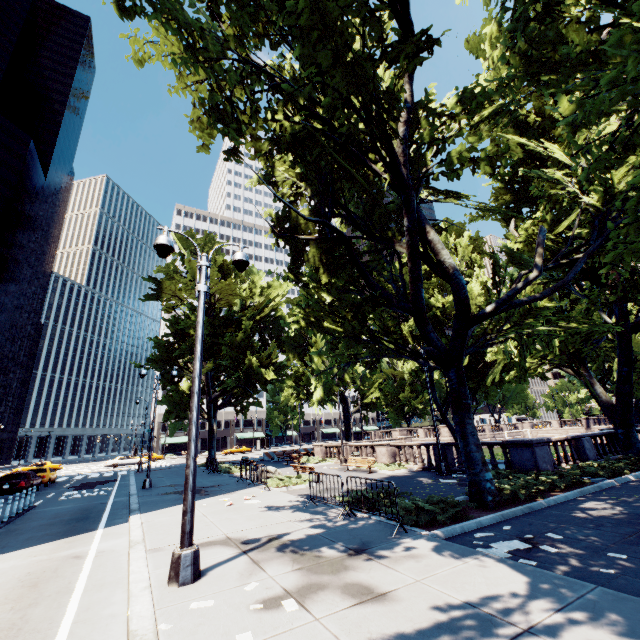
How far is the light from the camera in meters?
5.8 m

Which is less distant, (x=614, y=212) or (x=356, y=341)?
(x=356, y=341)

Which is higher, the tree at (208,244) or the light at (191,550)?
the tree at (208,244)

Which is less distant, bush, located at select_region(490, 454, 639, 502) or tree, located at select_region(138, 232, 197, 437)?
bush, located at select_region(490, 454, 639, 502)

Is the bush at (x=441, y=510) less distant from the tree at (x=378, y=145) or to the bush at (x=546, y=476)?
the tree at (x=378, y=145)

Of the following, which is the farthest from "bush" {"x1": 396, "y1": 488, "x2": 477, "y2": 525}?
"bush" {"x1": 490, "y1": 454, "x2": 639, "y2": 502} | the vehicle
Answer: the vehicle

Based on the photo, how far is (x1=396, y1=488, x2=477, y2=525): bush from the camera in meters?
8.4

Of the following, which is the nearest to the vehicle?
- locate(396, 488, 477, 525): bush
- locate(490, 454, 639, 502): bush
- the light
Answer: locate(396, 488, 477, 525): bush
